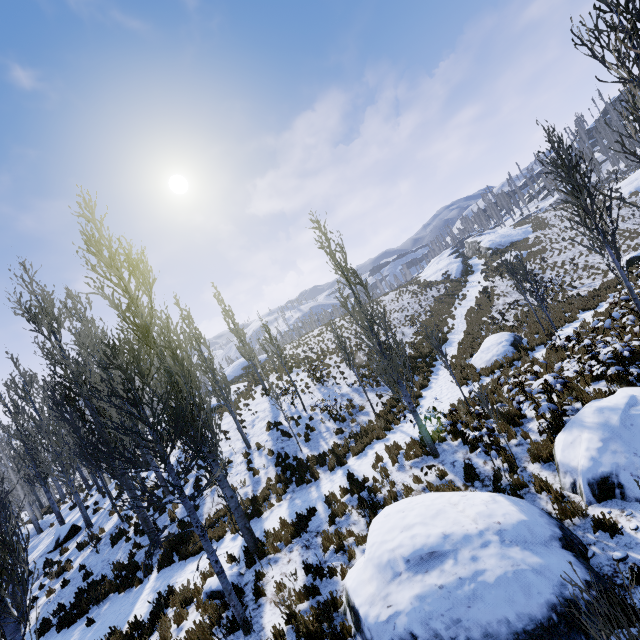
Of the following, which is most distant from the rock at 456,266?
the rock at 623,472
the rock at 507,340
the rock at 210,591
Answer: the rock at 210,591

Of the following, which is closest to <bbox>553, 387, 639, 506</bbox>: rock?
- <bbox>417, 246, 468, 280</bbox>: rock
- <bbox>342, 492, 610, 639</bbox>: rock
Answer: <bbox>342, 492, 610, 639</bbox>: rock

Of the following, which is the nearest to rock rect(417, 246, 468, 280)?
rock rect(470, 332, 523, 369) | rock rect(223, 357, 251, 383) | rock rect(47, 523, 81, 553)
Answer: rock rect(470, 332, 523, 369)

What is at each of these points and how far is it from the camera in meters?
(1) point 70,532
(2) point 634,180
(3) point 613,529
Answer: (1) rock, 17.1
(2) rock, 41.1
(3) instancedfoliageactor, 5.3

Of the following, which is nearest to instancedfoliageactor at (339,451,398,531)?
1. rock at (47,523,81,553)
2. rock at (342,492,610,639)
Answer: rock at (47,523,81,553)

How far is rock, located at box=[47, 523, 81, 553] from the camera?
16.8m

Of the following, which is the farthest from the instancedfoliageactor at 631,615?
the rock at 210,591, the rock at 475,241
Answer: the rock at 475,241

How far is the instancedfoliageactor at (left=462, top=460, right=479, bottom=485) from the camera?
8.1m
